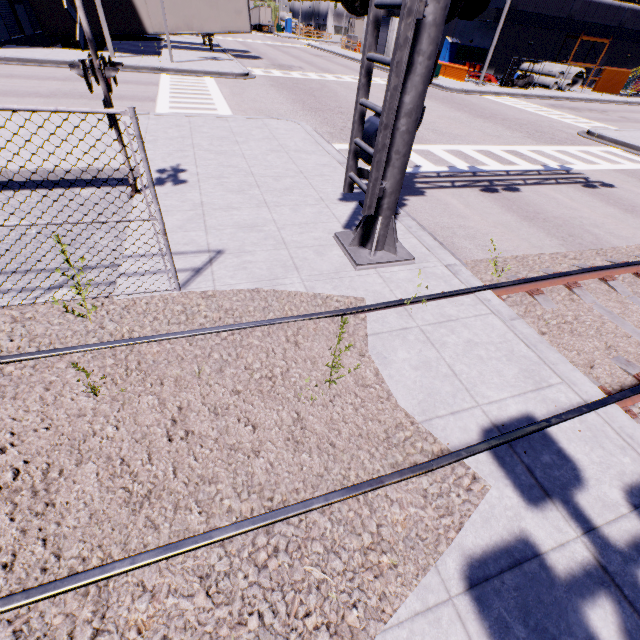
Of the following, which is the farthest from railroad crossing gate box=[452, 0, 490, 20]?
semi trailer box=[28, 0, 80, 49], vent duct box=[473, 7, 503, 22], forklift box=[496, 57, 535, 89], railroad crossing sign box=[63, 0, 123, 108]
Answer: forklift box=[496, 57, 535, 89]

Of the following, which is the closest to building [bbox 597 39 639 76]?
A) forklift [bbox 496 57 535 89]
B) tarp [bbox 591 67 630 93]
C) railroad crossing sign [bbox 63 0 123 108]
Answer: tarp [bbox 591 67 630 93]

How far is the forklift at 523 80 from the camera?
29.3m

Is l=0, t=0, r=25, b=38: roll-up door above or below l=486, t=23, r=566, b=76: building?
below

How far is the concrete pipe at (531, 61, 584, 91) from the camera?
32.6 meters

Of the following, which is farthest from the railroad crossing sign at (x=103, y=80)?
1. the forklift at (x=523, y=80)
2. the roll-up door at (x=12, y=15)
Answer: the forklift at (x=523, y=80)

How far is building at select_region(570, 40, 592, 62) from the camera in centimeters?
3688cm

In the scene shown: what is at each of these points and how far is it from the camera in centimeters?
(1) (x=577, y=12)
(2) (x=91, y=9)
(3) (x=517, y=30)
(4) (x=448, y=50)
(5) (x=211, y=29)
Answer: (1) building, 3444cm
(2) semi trailer, 2342cm
(3) building, 3378cm
(4) portable restroom, 3841cm
(5) semi trailer, 2609cm
